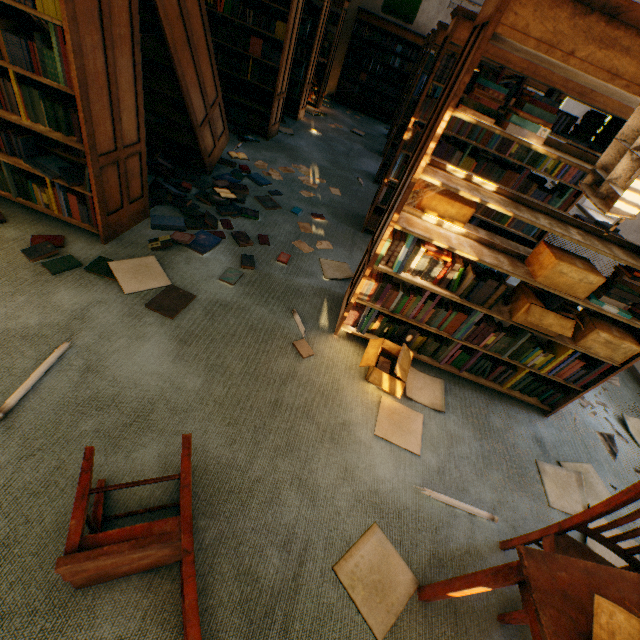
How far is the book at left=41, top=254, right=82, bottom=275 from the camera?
2.2 meters

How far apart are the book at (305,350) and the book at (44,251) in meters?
1.5 m

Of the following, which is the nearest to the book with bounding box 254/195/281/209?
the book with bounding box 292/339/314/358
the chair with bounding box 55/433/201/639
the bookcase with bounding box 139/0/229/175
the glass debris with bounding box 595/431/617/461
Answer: the bookcase with bounding box 139/0/229/175

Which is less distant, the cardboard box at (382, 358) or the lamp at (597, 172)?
the lamp at (597, 172)

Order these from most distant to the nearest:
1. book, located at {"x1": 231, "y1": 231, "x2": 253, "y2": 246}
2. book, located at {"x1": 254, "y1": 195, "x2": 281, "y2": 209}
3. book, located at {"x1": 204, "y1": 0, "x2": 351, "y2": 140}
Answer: book, located at {"x1": 204, "y1": 0, "x2": 351, "y2": 140}, book, located at {"x1": 254, "y1": 195, "x2": 281, "y2": 209}, book, located at {"x1": 231, "y1": 231, "x2": 253, "y2": 246}

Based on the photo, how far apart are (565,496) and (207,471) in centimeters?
243cm

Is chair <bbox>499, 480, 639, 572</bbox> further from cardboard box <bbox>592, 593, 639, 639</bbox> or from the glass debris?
the glass debris

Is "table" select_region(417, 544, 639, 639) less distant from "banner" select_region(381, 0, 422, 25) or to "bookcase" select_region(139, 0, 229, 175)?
"bookcase" select_region(139, 0, 229, 175)
